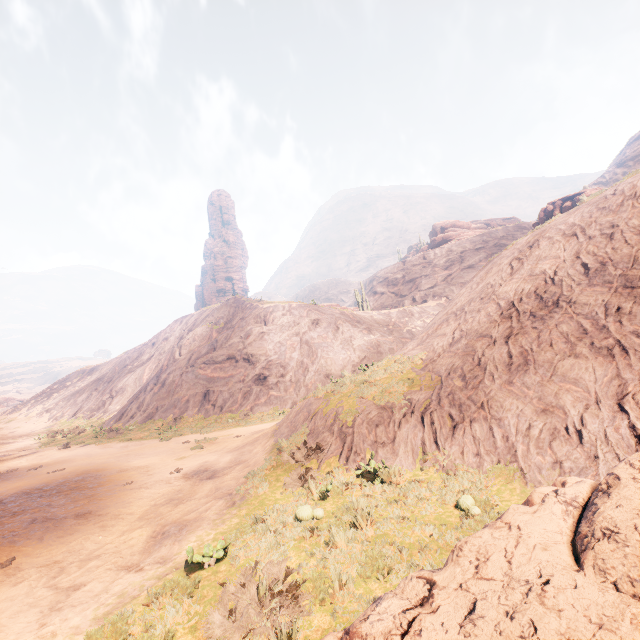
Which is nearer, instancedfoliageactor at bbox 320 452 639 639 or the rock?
instancedfoliageactor at bbox 320 452 639 639

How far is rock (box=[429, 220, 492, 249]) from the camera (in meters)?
55.72

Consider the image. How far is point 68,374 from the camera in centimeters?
5397cm

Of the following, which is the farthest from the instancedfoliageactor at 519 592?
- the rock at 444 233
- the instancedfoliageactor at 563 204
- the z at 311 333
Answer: the rock at 444 233

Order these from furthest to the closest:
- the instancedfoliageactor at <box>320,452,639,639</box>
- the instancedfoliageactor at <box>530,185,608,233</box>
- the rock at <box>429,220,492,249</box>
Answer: the rock at <box>429,220,492,249</box>
the instancedfoliageactor at <box>530,185,608,233</box>
the instancedfoliageactor at <box>320,452,639,639</box>

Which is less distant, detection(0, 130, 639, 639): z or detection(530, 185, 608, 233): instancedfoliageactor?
detection(0, 130, 639, 639): z

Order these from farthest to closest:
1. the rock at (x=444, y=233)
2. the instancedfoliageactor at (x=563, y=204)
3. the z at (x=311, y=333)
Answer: the rock at (x=444, y=233), the instancedfoliageactor at (x=563, y=204), the z at (x=311, y=333)

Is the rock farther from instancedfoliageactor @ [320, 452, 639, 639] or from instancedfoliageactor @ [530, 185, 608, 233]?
instancedfoliageactor @ [320, 452, 639, 639]
